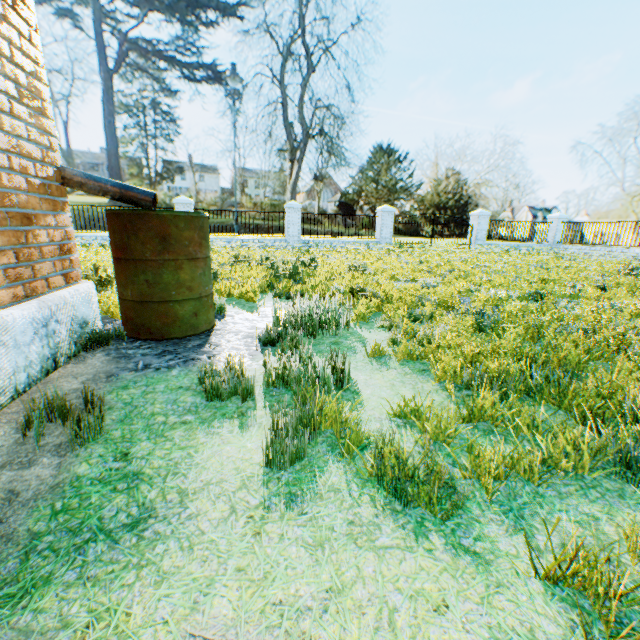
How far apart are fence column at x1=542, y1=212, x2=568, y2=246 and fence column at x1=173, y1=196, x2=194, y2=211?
21.47m

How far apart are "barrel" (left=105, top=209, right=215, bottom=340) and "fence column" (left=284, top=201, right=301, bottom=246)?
13.3m

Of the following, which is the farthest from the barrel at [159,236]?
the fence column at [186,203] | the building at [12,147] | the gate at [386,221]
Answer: the gate at [386,221]

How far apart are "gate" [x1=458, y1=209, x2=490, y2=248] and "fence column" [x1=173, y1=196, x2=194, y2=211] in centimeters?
1538cm

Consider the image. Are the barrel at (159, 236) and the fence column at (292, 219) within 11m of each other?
no

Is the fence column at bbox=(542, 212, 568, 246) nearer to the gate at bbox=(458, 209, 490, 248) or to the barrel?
→ the gate at bbox=(458, 209, 490, 248)

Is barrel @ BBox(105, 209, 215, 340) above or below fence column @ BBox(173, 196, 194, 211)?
below

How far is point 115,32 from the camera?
52.62m
